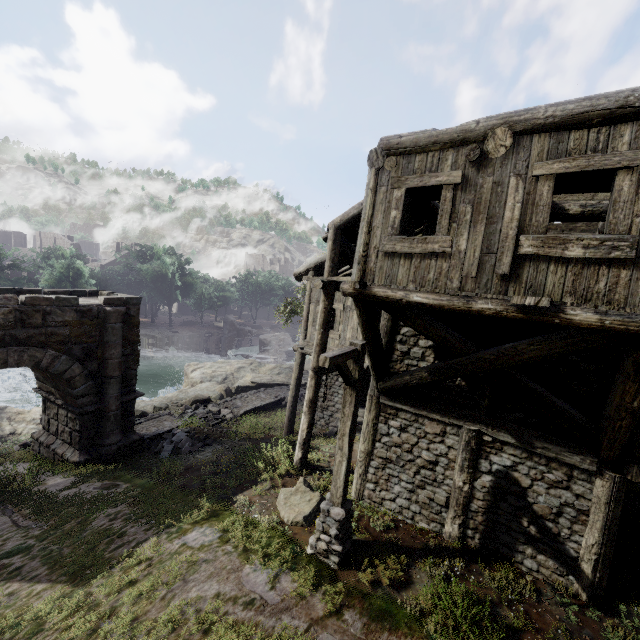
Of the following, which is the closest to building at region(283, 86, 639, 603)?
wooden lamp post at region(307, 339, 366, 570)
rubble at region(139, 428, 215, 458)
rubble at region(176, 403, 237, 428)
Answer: wooden lamp post at region(307, 339, 366, 570)

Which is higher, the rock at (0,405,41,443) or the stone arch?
the stone arch

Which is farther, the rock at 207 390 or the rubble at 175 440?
the rock at 207 390

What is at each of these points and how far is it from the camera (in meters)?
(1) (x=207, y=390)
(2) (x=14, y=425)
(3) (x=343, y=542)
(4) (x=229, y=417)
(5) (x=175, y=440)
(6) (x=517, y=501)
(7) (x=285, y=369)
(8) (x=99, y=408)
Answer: (1) rock, 22.52
(2) rock, 16.22
(3) wooden lamp post, 6.82
(4) rubble, 16.84
(5) rubble, 13.16
(6) building, 6.88
(7) rock, 27.92
(8) stone arch, 11.16

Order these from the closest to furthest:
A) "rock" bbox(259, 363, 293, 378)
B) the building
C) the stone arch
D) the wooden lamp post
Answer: the building → the wooden lamp post → the stone arch → "rock" bbox(259, 363, 293, 378)

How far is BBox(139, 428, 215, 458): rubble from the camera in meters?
12.4

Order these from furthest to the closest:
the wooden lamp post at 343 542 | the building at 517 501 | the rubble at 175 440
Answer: the rubble at 175 440 < the wooden lamp post at 343 542 < the building at 517 501

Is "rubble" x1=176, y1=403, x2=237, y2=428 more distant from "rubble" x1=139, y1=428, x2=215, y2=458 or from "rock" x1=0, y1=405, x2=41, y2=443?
"rock" x1=0, y1=405, x2=41, y2=443
